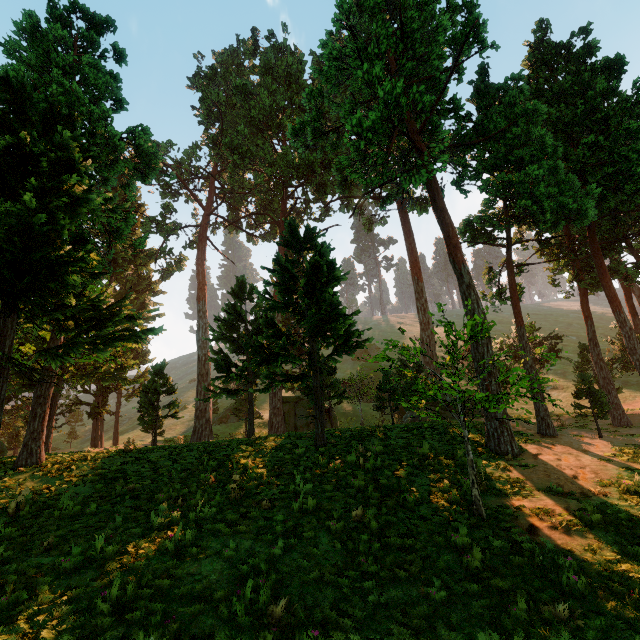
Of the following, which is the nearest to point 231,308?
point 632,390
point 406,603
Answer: point 406,603
